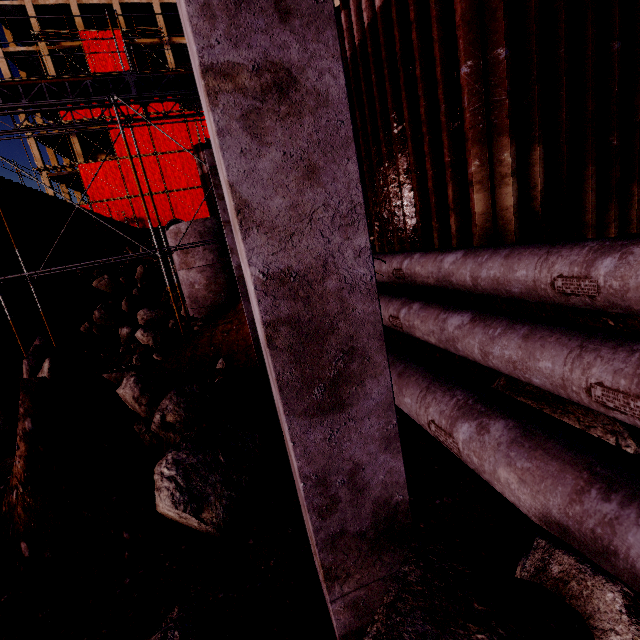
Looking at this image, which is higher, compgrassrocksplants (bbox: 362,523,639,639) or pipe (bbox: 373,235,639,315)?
pipe (bbox: 373,235,639,315)

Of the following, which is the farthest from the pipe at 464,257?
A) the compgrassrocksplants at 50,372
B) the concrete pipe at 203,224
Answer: the compgrassrocksplants at 50,372

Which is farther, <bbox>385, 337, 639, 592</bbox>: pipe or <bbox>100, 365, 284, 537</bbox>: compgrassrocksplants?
<bbox>100, 365, 284, 537</bbox>: compgrassrocksplants

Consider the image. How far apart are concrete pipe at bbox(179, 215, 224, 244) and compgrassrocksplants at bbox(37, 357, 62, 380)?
8.1m

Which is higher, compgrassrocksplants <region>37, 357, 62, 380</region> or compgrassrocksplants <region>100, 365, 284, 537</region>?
compgrassrocksplants <region>37, 357, 62, 380</region>

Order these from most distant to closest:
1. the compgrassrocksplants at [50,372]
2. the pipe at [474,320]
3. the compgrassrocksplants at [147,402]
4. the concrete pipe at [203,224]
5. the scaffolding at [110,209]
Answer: the concrete pipe at [203,224] → the scaffolding at [110,209] → the compgrassrocksplants at [50,372] → the compgrassrocksplants at [147,402] → the pipe at [474,320]

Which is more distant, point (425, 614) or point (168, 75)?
point (168, 75)

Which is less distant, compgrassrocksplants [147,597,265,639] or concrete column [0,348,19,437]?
compgrassrocksplants [147,597,265,639]
